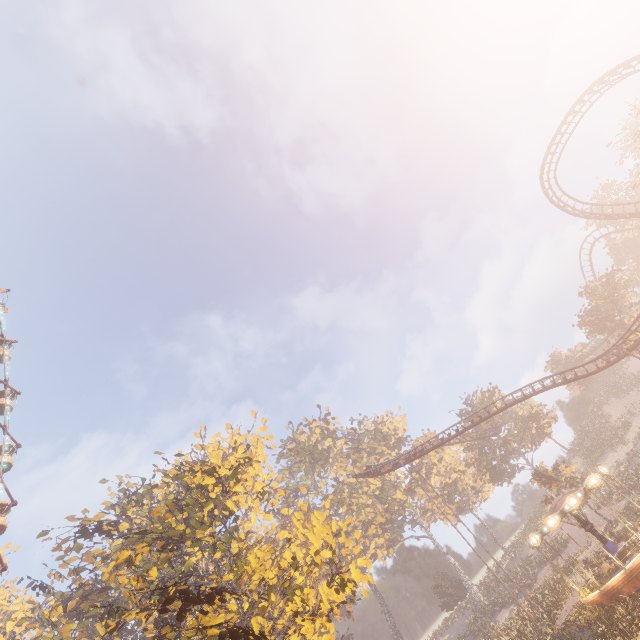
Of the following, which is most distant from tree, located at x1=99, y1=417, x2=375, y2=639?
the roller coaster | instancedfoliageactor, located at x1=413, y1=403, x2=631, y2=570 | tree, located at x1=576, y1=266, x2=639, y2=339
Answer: tree, located at x1=576, y1=266, x2=639, y2=339

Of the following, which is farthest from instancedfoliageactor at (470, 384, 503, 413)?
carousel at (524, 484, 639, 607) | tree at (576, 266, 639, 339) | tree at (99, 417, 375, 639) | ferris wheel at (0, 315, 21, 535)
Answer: ferris wheel at (0, 315, 21, 535)

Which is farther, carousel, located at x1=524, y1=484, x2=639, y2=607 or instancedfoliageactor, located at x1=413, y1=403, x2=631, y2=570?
instancedfoliageactor, located at x1=413, y1=403, x2=631, y2=570

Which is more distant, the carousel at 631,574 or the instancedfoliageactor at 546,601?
the instancedfoliageactor at 546,601

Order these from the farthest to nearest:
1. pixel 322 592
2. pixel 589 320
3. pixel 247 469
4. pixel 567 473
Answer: pixel 589 320 < pixel 567 473 < pixel 247 469 < pixel 322 592

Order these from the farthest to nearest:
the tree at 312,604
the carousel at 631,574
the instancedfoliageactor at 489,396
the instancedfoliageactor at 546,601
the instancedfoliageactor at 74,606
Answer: the instancedfoliageactor at 489,396, the instancedfoliageactor at 74,606, the instancedfoliageactor at 546,601, the carousel at 631,574, the tree at 312,604

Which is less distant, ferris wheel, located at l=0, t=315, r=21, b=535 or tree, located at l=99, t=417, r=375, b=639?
tree, located at l=99, t=417, r=375, b=639

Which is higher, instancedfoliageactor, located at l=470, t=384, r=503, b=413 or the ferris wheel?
the ferris wheel
